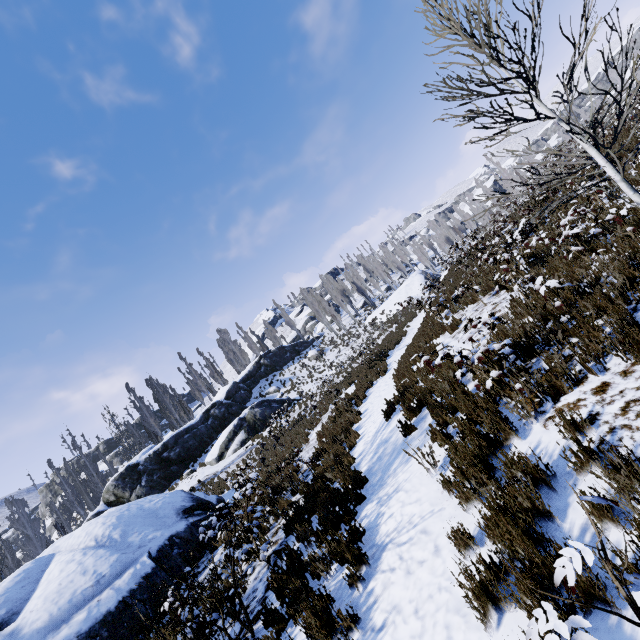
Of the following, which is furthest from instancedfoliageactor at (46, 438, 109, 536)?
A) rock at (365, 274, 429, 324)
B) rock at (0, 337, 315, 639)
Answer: rock at (0, 337, 315, 639)

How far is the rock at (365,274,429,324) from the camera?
40.2m

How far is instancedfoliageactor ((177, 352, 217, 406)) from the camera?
45.56m

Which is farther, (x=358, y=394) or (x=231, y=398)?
(x=231, y=398)

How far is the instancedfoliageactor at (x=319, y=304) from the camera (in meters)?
42.94

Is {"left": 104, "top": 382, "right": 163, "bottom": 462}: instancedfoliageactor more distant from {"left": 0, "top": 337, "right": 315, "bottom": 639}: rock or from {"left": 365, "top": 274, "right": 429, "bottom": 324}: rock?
{"left": 0, "top": 337, "right": 315, "bottom": 639}: rock
